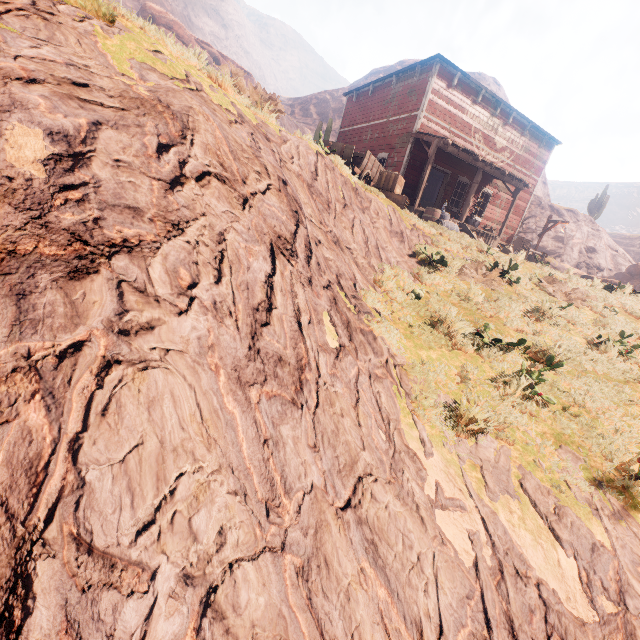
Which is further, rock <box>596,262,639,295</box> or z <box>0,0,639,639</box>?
rock <box>596,262,639,295</box>

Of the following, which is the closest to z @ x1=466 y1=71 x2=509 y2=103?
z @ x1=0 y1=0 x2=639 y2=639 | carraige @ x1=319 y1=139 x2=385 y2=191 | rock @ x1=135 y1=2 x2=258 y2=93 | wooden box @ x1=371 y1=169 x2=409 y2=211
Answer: z @ x1=0 y1=0 x2=639 y2=639

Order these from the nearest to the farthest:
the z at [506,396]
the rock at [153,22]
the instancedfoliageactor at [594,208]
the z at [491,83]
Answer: the z at [506,396] → the rock at [153,22] → the instancedfoliageactor at [594,208] → the z at [491,83]

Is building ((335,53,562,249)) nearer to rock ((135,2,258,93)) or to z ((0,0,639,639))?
z ((0,0,639,639))

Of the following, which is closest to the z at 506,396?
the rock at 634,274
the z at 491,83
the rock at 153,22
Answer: the rock at 153,22

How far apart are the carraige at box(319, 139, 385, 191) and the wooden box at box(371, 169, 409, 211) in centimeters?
4cm

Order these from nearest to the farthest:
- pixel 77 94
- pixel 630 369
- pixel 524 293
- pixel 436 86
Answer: pixel 77 94
pixel 630 369
pixel 524 293
pixel 436 86

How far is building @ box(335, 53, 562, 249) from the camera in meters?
14.5
